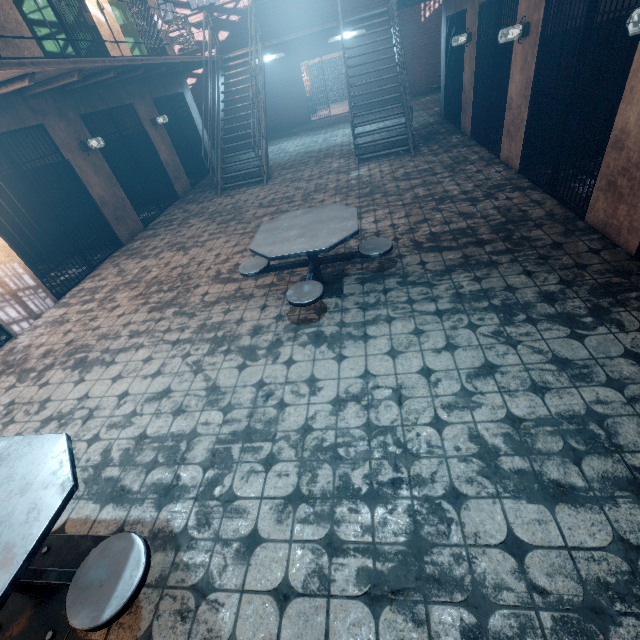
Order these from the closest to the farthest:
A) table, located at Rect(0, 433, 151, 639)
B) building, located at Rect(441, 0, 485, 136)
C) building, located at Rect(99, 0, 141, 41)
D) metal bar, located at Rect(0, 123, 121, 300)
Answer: table, located at Rect(0, 433, 151, 639) < metal bar, located at Rect(0, 123, 121, 300) < building, located at Rect(441, 0, 485, 136) < building, located at Rect(99, 0, 141, 41)

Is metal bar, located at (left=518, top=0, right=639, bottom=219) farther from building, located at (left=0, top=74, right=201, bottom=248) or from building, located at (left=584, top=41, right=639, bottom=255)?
building, located at (left=0, top=74, right=201, bottom=248)

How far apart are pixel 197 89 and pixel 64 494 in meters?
19.1 m

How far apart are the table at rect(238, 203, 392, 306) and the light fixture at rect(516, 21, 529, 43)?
4.0m

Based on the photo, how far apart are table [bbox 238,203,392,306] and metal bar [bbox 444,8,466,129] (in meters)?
6.57

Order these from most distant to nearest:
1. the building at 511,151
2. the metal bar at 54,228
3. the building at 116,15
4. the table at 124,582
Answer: the building at 116,15 → the metal bar at 54,228 → the building at 511,151 → the table at 124,582

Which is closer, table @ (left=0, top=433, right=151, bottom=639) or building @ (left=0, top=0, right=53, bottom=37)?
table @ (left=0, top=433, right=151, bottom=639)

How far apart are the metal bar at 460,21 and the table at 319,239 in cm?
657
